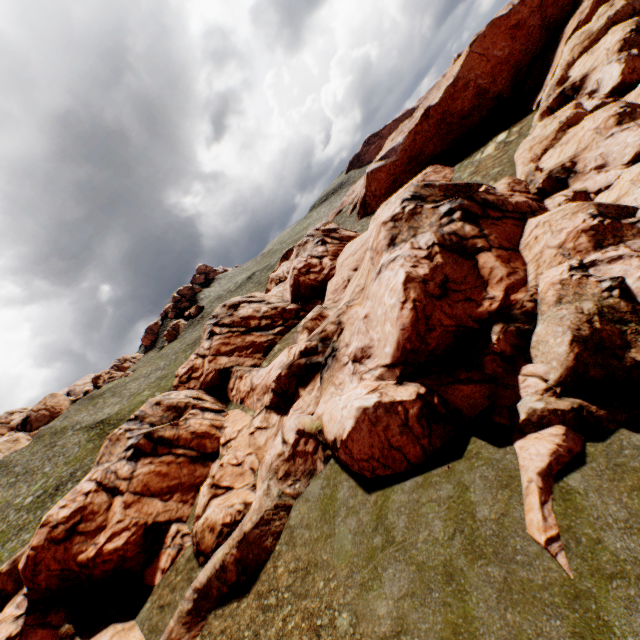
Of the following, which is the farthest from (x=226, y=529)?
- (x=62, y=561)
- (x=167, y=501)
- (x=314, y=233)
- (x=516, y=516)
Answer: (x=314, y=233)
